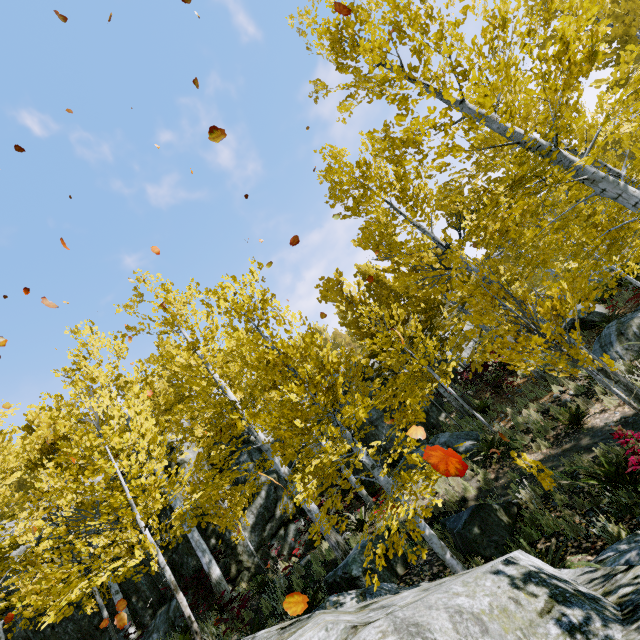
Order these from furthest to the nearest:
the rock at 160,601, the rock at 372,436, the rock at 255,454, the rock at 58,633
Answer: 1. the rock at 372,436
2. the rock at 255,454
3. the rock at 58,633
4. the rock at 160,601

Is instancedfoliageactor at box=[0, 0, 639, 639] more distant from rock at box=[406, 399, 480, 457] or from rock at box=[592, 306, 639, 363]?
rock at box=[592, 306, 639, 363]

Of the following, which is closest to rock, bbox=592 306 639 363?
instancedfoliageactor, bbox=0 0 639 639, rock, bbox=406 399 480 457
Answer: instancedfoliageactor, bbox=0 0 639 639

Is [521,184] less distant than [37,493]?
Yes

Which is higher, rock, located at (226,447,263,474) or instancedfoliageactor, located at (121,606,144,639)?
rock, located at (226,447,263,474)

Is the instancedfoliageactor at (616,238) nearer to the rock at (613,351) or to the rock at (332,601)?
the rock at (332,601)

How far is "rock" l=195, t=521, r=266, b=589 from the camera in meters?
11.4 m
